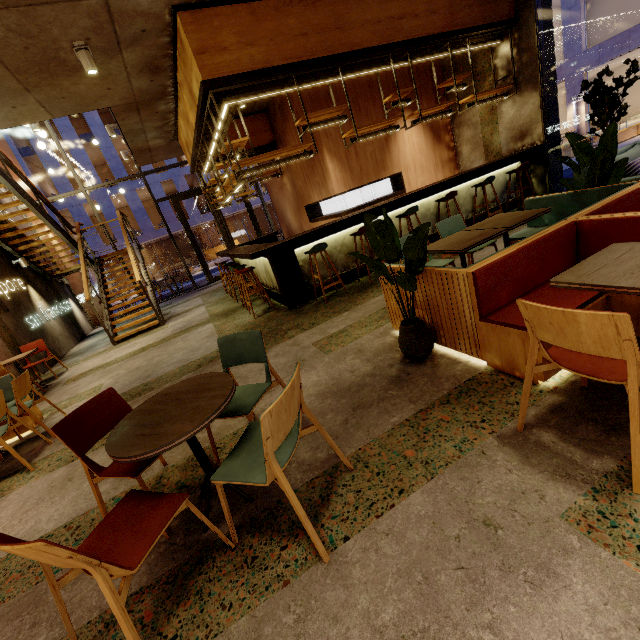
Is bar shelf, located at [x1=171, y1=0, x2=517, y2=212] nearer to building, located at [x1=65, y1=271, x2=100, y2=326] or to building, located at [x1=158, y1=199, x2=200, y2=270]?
building, located at [x1=65, y1=271, x2=100, y2=326]

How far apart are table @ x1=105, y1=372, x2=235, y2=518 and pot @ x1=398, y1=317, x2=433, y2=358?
1.6m

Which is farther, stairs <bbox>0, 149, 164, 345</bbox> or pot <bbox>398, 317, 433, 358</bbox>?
stairs <bbox>0, 149, 164, 345</bbox>

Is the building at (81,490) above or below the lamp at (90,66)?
below

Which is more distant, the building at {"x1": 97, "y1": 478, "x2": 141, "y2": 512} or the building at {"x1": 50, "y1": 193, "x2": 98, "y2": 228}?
the building at {"x1": 50, "y1": 193, "x2": 98, "y2": 228}

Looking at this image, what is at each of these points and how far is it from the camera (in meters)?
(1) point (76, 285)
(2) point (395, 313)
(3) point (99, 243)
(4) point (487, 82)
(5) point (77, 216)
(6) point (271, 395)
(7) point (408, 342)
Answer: (1) building, 12.54
(2) seat, 3.49
(3) building, 25.70
(4) building, 7.61
(5) building, 24.83
(6) building, 3.25
(7) pot, 2.87

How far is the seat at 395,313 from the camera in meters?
3.4

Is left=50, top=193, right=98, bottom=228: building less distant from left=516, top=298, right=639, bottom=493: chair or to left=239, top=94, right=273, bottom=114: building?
left=239, top=94, right=273, bottom=114: building
